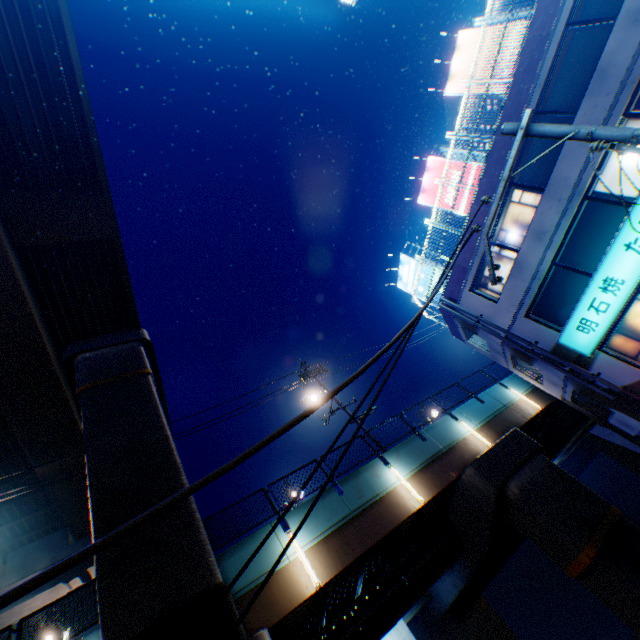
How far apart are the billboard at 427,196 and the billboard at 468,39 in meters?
3.0

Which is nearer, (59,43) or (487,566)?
(59,43)

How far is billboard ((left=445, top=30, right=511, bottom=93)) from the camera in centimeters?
1603cm

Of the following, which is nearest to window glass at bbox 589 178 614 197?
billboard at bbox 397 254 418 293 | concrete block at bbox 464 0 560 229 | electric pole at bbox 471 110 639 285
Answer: concrete block at bbox 464 0 560 229

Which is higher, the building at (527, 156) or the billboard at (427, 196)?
the billboard at (427, 196)

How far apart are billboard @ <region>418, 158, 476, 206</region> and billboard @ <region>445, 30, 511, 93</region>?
3.0 meters

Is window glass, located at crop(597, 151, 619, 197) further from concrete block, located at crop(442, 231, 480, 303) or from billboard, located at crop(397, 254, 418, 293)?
billboard, located at crop(397, 254, 418, 293)

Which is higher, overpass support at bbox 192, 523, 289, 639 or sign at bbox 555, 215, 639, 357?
overpass support at bbox 192, 523, 289, 639
